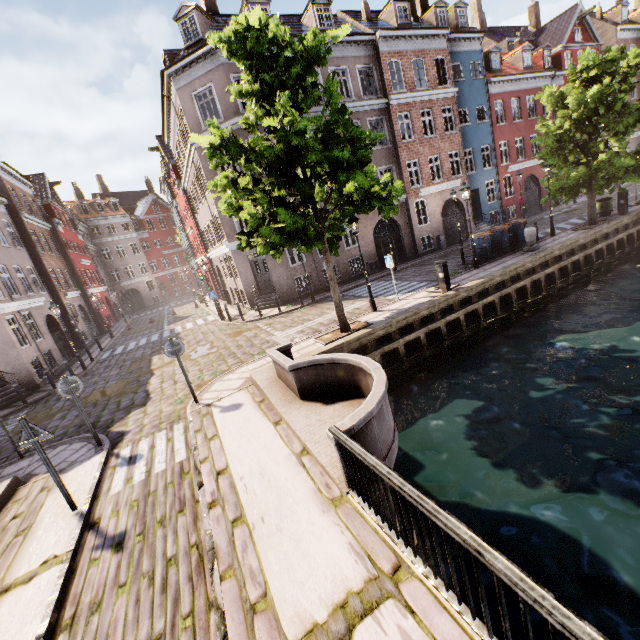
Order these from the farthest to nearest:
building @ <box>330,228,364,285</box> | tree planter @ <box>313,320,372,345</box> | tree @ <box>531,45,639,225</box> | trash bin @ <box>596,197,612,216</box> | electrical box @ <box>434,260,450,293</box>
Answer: building @ <box>330,228,364,285</box> < trash bin @ <box>596,197,612,216</box> < tree @ <box>531,45,639,225</box> < electrical box @ <box>434,260,450,293</box> < tree planter @ <box>313,320,372,345</box>

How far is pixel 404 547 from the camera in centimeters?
345cm

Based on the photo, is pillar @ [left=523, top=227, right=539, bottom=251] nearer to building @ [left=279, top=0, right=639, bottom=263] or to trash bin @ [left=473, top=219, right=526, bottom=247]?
trash bin @ [left=473, top=219, right=526, bottom=247]

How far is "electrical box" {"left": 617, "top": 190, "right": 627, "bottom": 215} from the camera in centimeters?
1723cm

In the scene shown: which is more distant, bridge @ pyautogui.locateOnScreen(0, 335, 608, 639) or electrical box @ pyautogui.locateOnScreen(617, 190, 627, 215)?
electrical box @ pyautogui.locateOnScreen(617, 190, 627, 215)

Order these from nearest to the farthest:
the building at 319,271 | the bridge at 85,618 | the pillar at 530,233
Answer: the bridge at 85,618 → the pillar at 530,233 → the building at 319,271

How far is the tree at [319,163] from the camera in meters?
7.9 m

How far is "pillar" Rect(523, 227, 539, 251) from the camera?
15.15m
